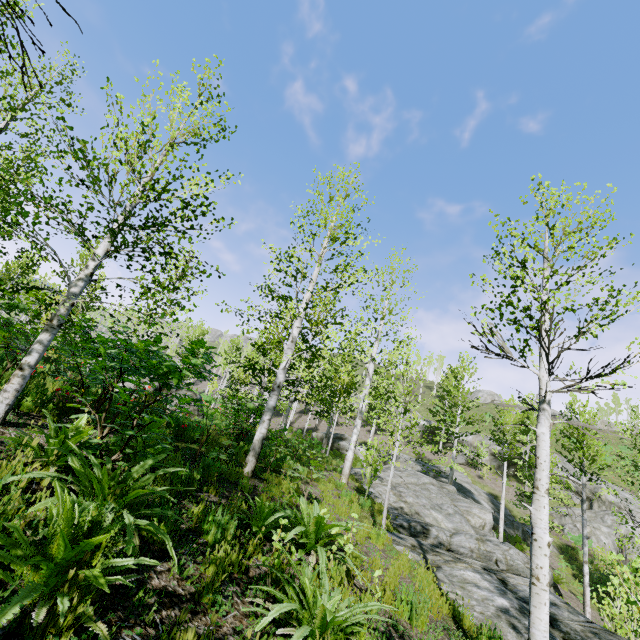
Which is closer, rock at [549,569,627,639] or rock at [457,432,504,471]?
rock at [549,569,627,639]

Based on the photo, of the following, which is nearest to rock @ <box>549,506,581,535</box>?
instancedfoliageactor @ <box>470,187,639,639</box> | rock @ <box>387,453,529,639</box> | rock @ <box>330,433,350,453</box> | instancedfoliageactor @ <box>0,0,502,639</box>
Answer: rock @ <box>330,433,350,453</box>

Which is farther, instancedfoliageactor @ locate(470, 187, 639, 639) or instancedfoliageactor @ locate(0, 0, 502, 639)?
instancedfoliageactor @ locate(470, 187, 639, 639)

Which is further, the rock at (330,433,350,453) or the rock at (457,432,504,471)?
the rock at (457,432,504,471)

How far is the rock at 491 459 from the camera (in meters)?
34.47

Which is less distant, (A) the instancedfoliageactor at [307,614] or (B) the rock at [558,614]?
(A) the instancedfoliageactor at [307,614]

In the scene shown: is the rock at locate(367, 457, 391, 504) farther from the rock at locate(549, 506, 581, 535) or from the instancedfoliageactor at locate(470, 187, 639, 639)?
the rock at locate(549, 506, 581, 535)

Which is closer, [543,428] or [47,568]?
[47,568]
